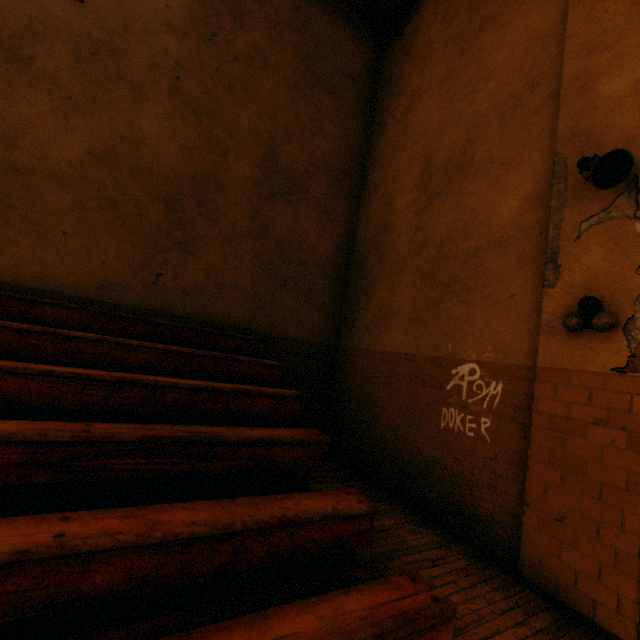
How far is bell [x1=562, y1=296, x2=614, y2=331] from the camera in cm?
271

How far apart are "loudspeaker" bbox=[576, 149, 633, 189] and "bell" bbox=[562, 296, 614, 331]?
0.95m

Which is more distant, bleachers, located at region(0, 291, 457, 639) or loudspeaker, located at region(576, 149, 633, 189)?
loudspeaker, located at region(576, 149, 633, 189)

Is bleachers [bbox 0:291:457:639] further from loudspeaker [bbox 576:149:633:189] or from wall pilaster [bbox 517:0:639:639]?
loudspeaker [bbox 576:149:633:189]

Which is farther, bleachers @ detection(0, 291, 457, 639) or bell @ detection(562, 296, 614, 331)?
bell @ detection(562, 296, 614, 331)

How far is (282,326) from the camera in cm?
571

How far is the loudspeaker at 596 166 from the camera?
2.66m

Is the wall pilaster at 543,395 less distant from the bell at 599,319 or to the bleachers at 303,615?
the bell at 599,319
